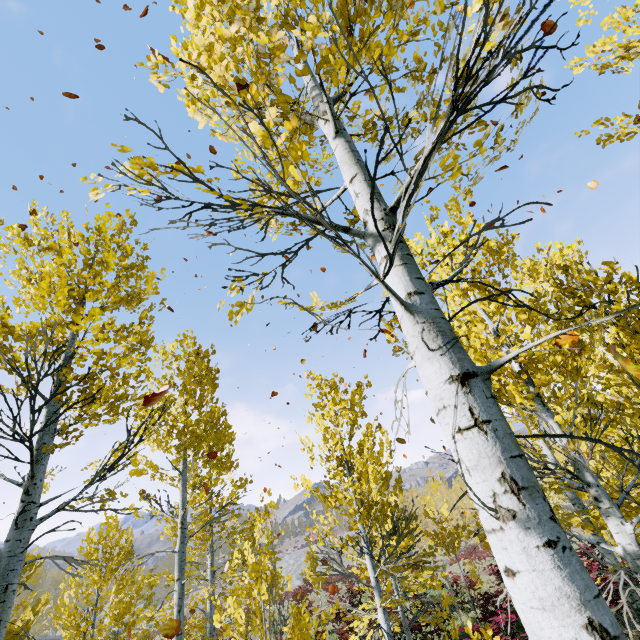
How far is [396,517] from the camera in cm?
1146
